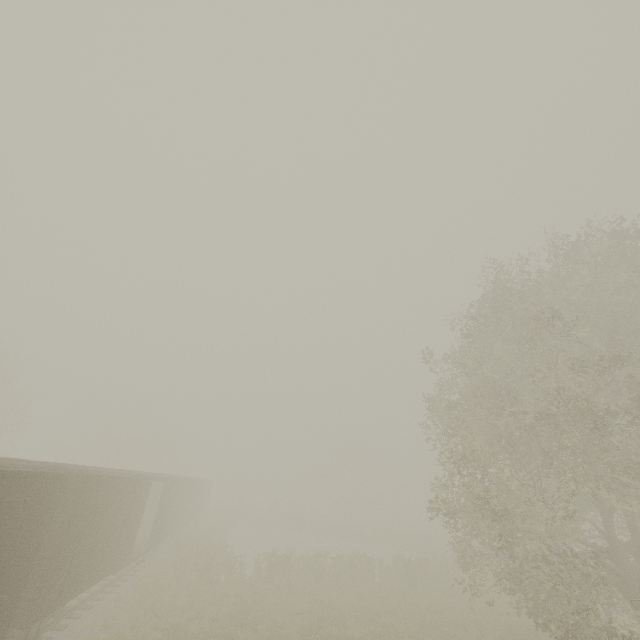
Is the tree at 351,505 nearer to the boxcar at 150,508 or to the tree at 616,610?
the boxcar at 150,508

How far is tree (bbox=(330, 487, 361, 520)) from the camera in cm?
5744

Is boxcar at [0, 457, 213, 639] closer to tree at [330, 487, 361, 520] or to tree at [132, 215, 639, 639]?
tree at [132, 215, 639, 639]

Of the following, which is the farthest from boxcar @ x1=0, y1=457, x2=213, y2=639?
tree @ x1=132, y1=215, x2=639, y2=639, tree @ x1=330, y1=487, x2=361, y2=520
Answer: tree @ x1=330, y1=487, x2=361, y2=520

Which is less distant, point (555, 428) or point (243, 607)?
point (555, 428)

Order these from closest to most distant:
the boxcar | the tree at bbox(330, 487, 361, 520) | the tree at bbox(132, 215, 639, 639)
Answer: the boxcar, the tree at bbox(132, 215, 639, 639), the tree at bbox(330, 487, 361, 520)

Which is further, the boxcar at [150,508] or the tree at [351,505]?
the tree at [351,505]
